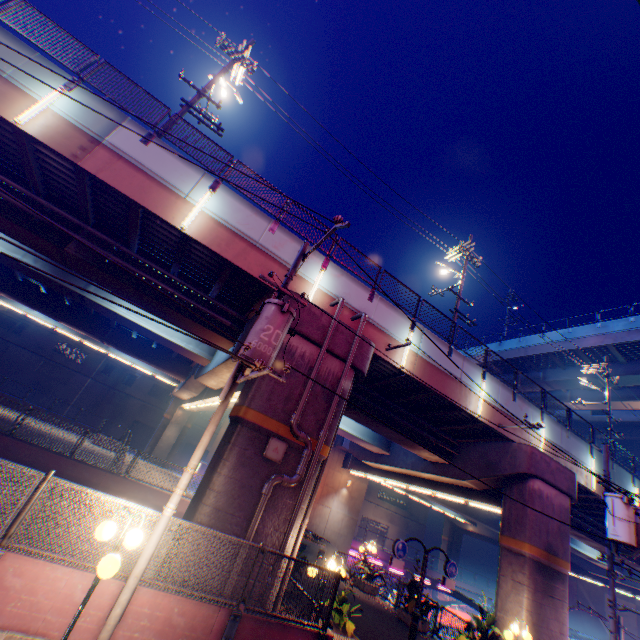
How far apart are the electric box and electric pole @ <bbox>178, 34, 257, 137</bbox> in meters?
13.7 m

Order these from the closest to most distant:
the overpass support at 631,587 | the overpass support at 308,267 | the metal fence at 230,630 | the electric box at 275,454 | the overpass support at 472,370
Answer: the metal fence at 230,630 < the electric box at 275,454 < the overpass support at 308,267 < the overpass support at 472,370 < the overpass support at 631,587

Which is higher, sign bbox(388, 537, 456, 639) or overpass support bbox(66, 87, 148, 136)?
overpass support bbox(66, 87, 148, 136)

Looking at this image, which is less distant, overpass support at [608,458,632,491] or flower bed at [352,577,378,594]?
flower bed at [352,577,378,594]

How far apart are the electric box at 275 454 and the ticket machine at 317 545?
12.10m

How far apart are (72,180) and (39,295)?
19.09m

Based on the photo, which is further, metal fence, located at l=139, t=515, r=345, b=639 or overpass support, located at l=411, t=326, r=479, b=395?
overpass support, located at l=411, t=326, r=479, b=395

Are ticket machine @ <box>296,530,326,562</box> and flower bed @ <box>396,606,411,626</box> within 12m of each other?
yes
